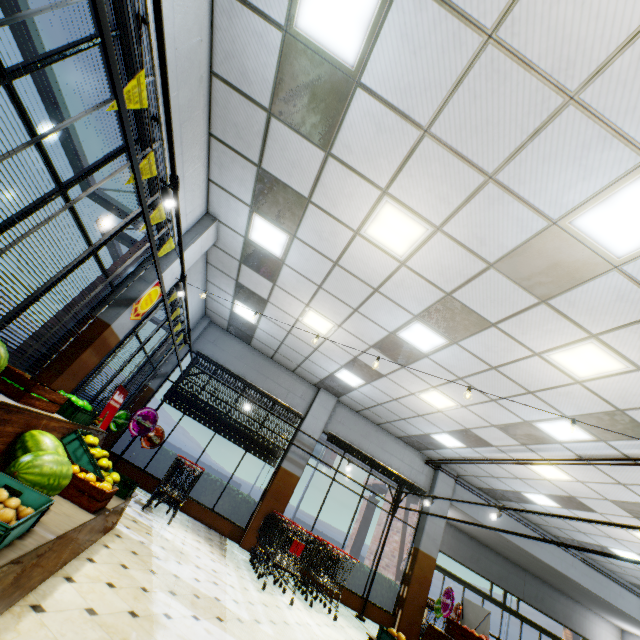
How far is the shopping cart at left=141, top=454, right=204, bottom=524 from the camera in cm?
683

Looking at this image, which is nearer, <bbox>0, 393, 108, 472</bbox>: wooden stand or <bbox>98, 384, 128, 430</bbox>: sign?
<bbox>0, 393, 108, 472</bbox>: wooden stand

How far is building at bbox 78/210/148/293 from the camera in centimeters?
429cm

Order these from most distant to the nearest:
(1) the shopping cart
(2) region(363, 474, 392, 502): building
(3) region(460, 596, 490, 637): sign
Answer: (2) region(363, 474, 392, 502): building < (3) region(460, 596, 490, 637): sign < (1) the shopping cart

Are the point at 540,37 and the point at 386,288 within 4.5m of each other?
yes

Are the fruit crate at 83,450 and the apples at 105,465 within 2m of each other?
yes

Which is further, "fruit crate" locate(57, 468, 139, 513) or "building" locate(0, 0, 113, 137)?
"fruit crate" locate(57, 468, 139, 513)

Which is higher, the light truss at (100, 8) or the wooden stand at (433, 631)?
the light truss at (100, 8)
